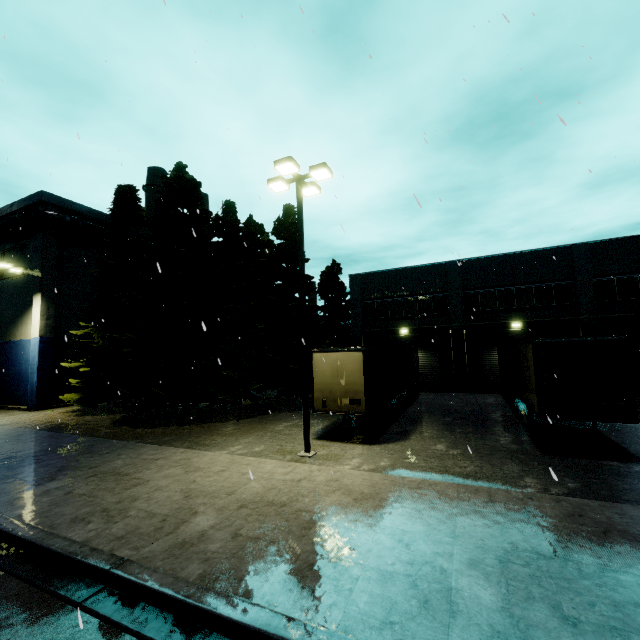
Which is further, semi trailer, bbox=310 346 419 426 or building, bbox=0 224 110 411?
building, bbox=0 224 110 411

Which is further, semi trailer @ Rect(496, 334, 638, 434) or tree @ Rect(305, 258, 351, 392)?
tree @ Rect(305, 258, 351, 392)

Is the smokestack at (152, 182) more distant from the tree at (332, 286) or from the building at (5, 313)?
the building at (5, 313)

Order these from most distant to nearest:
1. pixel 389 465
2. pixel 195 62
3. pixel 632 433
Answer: pixel 632 433 < pixel 389 465 < pixel 195 62

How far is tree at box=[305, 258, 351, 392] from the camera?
21.66m

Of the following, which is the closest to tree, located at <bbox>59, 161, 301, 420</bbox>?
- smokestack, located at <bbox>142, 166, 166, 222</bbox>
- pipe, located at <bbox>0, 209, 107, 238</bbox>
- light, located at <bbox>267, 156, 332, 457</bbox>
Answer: smokestack, located at <bbox>142, 166, 166, 222</bbox>

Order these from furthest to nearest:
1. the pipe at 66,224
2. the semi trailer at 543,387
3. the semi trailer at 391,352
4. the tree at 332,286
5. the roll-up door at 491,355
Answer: the pipe at 66,224
the roll-up door at 491,355
the tree at 332,286
the semi trailer at 391,352
the semi trailer at 543,387

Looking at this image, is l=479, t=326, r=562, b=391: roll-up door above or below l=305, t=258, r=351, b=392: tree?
below
